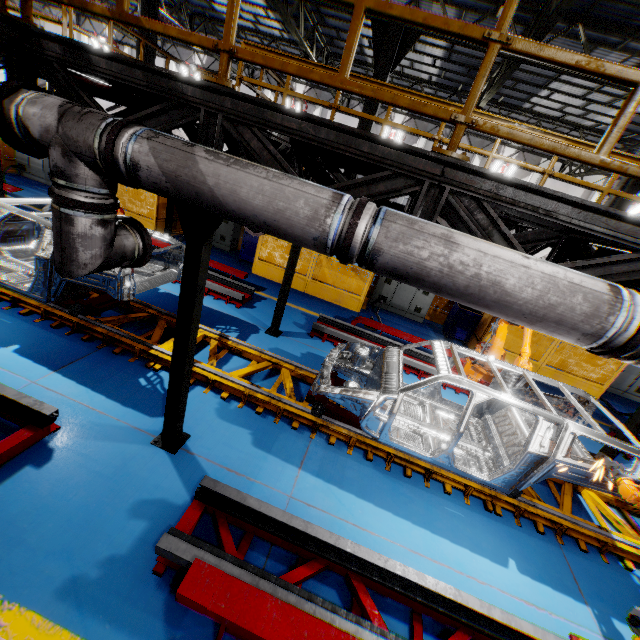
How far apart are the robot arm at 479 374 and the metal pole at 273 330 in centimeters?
435cm

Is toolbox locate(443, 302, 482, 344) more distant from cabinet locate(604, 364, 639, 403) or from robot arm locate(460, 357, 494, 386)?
cabinet locate(604, 364, 639, 403)

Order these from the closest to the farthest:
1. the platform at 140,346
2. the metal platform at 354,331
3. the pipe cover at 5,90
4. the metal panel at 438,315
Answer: the pipe cover at 5,90 → the platform at 140,346 → the metal platform at 354,331 → the metal panel at 438,315

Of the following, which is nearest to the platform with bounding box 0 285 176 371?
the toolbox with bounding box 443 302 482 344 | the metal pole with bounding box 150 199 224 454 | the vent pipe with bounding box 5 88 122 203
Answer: the metal pole with bounding box 150 199 224 454

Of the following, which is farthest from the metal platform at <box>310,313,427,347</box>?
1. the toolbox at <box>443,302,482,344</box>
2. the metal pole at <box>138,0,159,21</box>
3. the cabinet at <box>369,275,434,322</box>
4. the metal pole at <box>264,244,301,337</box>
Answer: the metal pole at <box>138,0,159,21</box>

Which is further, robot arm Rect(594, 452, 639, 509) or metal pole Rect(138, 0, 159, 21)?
metal pole Rect(138, 0, 159, 21)

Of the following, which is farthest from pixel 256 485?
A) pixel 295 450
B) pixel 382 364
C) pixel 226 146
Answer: pixel 226 146

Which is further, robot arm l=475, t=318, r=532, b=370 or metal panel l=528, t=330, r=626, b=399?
metal panel l=528, t=330, r=626, b=399
